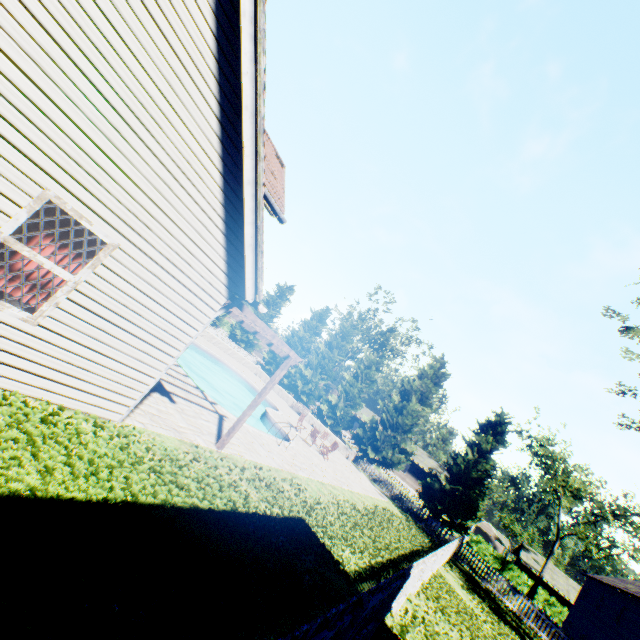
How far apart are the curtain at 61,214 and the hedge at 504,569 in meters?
52.5 m

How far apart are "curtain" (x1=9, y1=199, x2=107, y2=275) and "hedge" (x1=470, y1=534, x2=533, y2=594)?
52.5m

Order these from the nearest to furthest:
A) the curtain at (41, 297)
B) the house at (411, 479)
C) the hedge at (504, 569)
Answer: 1. the curtain at (41, 297)
2. the hedge at (504, 569)
3. the house at (411, 479)

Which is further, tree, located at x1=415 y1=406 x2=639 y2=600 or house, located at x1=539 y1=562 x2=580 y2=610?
house, located at x1=539 y1=562 x2=580 y2=610

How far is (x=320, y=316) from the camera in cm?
4116

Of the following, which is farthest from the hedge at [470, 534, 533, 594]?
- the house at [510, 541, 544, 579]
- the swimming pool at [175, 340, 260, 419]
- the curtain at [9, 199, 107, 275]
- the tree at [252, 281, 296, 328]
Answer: the curtain at [9, 199, 107, 275]

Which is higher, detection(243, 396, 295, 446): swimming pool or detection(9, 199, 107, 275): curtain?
detection(9, 199, 107, 275): curtain
